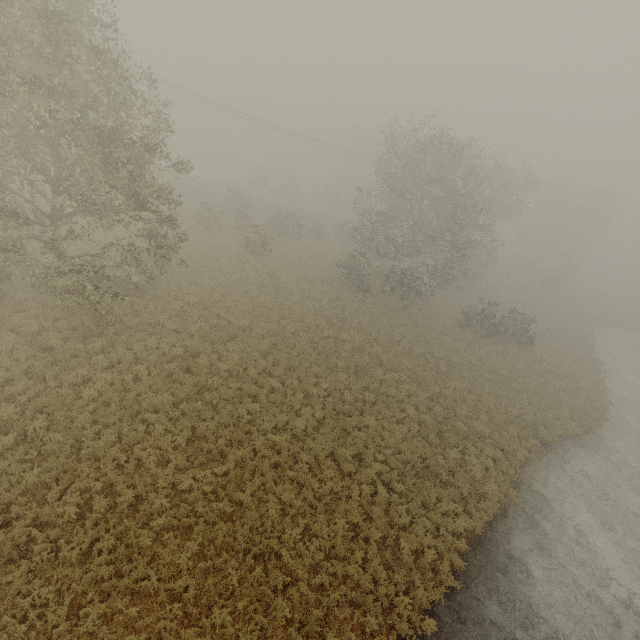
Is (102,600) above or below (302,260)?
below
